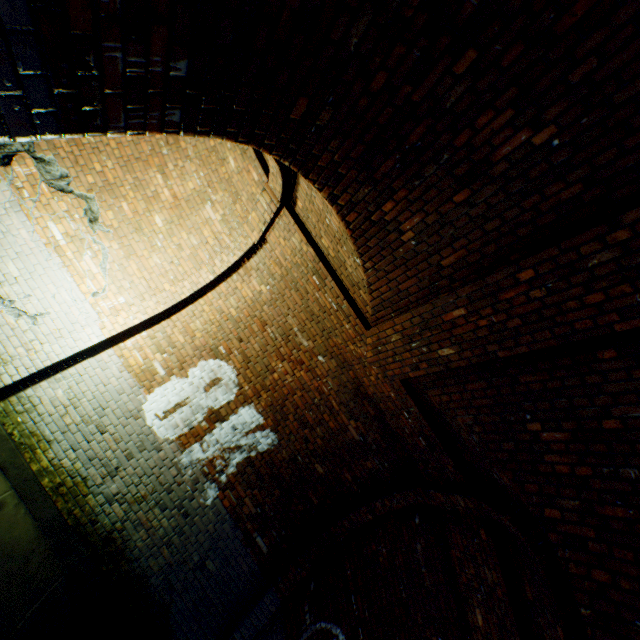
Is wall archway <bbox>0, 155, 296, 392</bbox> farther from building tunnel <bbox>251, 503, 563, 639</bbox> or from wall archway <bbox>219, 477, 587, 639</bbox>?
wall archway <bbox>219, 477, 587, 639</bbox>

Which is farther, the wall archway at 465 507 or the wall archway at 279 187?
the wall archway at 279 187

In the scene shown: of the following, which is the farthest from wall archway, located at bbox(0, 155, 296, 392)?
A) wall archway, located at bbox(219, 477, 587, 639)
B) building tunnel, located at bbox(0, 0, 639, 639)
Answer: wall archway, located at bbox(219, 477, 587, 639)

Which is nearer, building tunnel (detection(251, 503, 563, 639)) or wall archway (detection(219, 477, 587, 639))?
wall archway (detection(219, 477, 587, 639))

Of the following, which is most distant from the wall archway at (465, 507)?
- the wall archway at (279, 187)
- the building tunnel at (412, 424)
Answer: the wall archway at (279, 187)

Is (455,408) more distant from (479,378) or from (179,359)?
(179,359)

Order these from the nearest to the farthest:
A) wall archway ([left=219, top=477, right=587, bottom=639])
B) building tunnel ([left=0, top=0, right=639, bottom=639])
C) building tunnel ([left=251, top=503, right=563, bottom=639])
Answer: building tunnel ([left=0, top=0, right=639, bottom=639]), wall archway ([left=219, top=477, right=587, bottom=639]), building tunnel ([left=251, top=503, right=563, bottom=639])
